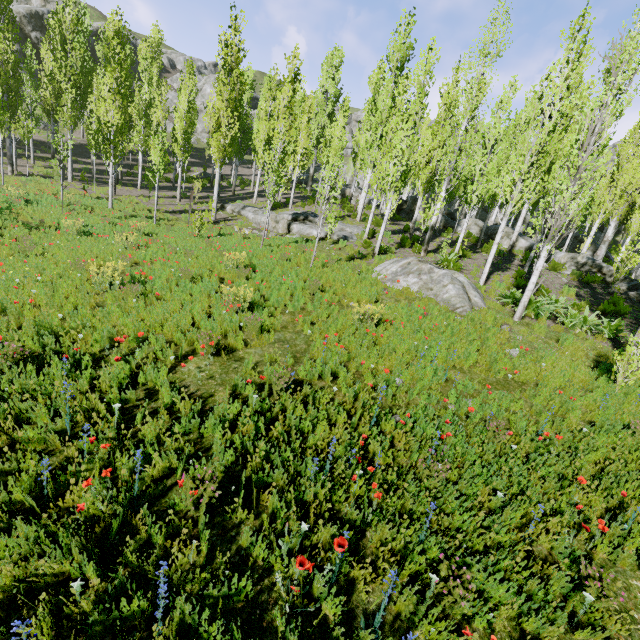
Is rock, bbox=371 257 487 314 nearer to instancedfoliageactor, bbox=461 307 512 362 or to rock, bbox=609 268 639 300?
instancedfoliageactor, bbox=461 307 512 362

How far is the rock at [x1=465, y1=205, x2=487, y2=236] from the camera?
25.5 meters

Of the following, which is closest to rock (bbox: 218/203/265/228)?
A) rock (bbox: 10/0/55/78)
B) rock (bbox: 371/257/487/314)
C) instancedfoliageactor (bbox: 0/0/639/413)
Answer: instancedfoliageactor (bbox: 0/0/639/413)

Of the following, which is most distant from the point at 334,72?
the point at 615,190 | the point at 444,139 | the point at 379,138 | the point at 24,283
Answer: the point at 24,283

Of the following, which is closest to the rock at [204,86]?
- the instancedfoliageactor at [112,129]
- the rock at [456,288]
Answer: the instancedfoliageactor at [112,129]

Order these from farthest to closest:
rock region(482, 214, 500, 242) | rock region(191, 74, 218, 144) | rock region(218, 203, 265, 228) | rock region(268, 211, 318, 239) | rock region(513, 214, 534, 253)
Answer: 1. rock region(191, 74, 218, 144)
2. rock region(482, 214, 500, 242)
3. rock region(513, 214, 534, 253)
4. rock region(218, 203, 265, 228)
5. rock region(268, 211, 318, 239)

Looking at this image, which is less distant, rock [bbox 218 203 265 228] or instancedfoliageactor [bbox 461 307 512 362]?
instancedfoliageactor [bbox 461 307 512 362]

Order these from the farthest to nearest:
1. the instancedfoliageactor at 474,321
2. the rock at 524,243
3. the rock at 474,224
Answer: the rock at 474,224, the rock at 524,243, the instancedfoliageactor at 474,321
